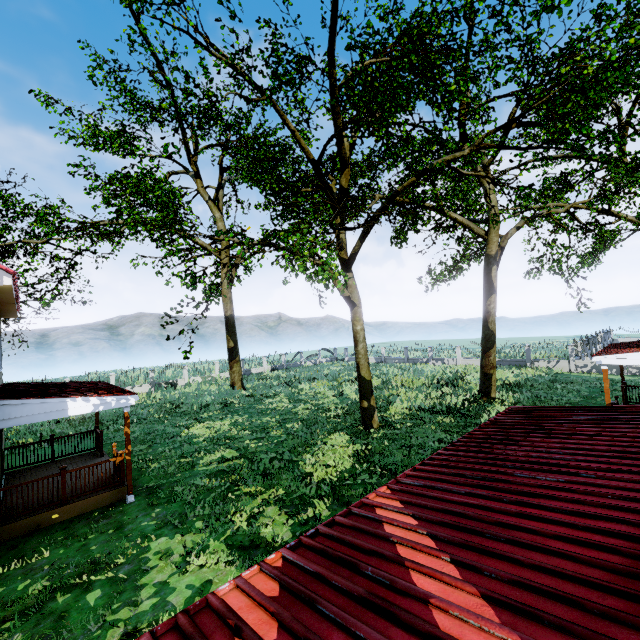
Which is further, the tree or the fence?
the fence

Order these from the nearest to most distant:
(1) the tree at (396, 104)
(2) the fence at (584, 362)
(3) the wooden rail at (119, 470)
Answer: (3) the wooden rail at (119, 470) → (1) the tree at (396, 104) → (2) the fence at (584, 362)

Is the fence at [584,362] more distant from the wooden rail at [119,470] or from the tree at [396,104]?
the wooden rail at [119,470]

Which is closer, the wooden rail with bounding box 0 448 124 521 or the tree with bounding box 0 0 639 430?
the wooden rail with bounding box 0 448 124 521

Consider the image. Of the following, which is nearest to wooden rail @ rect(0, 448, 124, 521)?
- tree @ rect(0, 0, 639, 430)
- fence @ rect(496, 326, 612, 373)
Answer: tree @ rect(0, 0, 639, 430)

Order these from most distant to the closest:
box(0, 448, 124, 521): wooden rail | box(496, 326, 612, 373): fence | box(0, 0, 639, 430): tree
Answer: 1. box(496, 326, 612, 373): fence
2. box(0, 0, 639, 430): tree
3. box(0, 448, 124, 521): wooden rail

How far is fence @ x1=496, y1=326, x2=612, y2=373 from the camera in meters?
26.4 m

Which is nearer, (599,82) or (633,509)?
(633,509)
